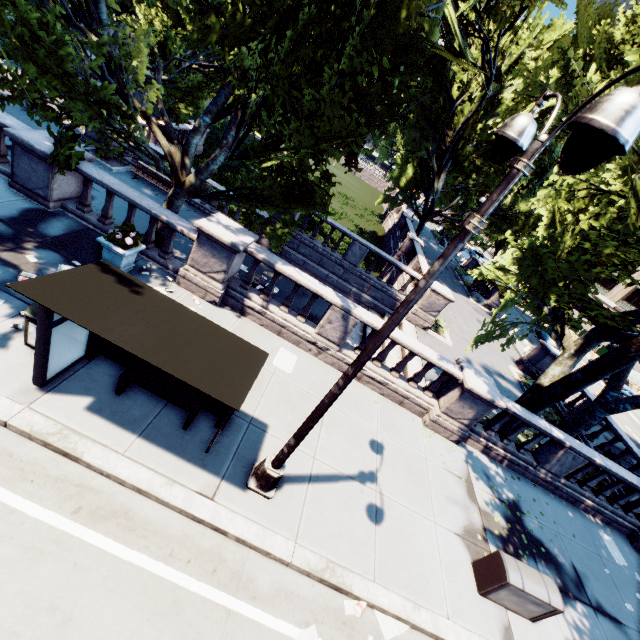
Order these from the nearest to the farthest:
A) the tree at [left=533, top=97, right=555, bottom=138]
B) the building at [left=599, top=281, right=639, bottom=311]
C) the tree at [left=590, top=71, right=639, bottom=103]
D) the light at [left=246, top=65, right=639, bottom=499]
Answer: the light at [left=246, top=65, right=639, bottom=499]
the tree at [left=590, top=71, right=639, bottom=103]
the tree at [left=533, top=97, right=555, bottom=138]
the building at [left=599, top=281, right=639, bottom=311]

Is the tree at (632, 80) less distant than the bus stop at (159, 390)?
No

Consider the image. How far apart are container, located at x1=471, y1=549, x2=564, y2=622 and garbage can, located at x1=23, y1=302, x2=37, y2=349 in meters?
10.2 m

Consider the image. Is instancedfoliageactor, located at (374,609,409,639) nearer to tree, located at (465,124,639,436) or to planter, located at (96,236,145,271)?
tree, located at (465,124,639,436)

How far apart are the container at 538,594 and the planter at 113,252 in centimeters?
1139cm

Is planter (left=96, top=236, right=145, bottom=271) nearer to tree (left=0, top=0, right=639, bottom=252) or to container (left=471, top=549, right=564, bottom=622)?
tree (left=0, top=0, right=639, bottom=252)

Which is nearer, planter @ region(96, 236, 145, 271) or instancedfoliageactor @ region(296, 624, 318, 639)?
instancedfoliageactor @ region(296, 624, 318, 639)

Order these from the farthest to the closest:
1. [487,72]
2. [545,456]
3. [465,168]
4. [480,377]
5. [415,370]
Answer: [465,168] < [487,72] < [415,370] < [545,456] < [480,377]
